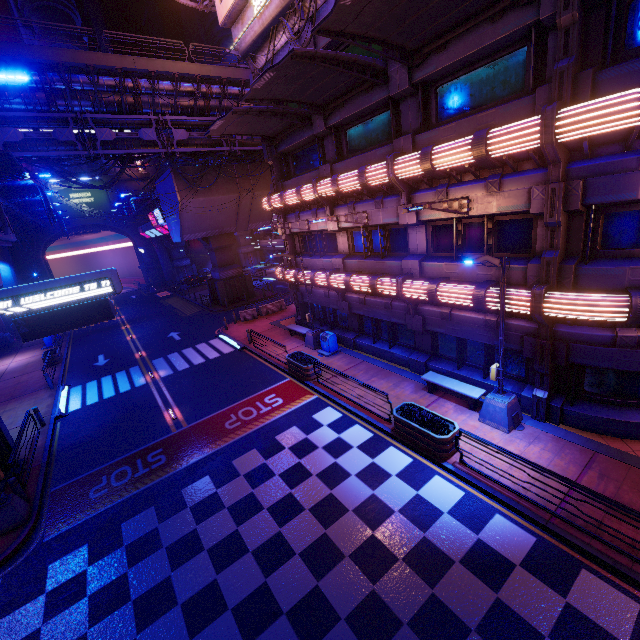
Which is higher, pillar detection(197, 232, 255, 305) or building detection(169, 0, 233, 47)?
building detection(169, 0, 233, 47)

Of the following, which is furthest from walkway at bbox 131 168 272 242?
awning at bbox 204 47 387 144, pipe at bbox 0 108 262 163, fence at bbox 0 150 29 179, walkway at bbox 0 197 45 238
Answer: awning at bbox 204 47 387 144

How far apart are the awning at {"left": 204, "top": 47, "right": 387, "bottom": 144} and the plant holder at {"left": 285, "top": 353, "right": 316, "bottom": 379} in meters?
11.5 m

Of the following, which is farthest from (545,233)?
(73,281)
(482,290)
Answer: (73,281)

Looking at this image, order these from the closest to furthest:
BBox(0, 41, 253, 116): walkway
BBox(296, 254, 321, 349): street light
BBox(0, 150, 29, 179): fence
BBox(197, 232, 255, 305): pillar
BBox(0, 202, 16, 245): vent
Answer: BBox(0, 202, 16, 245): vent
BBox(0, 150, 29, 179): fence
BBox(0, 41, 253, 116): walkway
BBox(296, 254, 321, 349): street light
BBox(197, 232, 255, 305): pillar

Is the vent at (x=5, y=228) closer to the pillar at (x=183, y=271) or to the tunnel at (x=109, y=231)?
the pillar at (x=183, y=271)

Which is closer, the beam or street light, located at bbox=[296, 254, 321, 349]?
the beam

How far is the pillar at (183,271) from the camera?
56.1 meters
